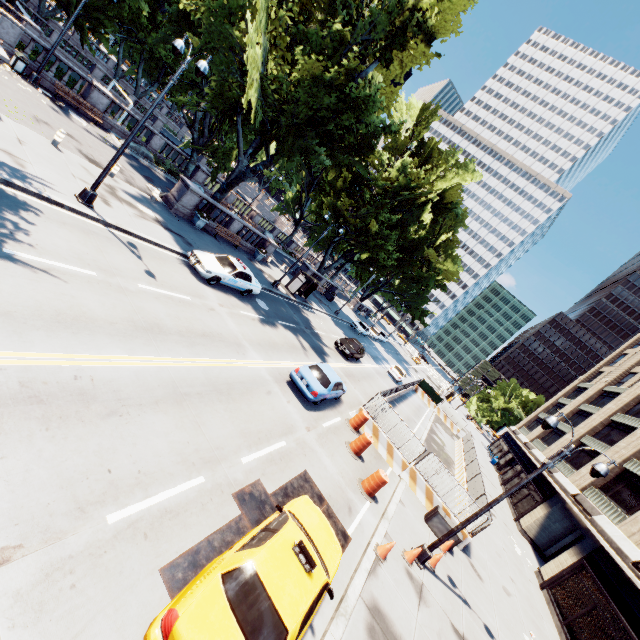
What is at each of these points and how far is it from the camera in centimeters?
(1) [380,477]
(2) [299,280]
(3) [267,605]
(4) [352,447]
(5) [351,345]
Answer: (1) traffic cone, 1302cm
(2) bus stop, 2948cm
(3) vehicle, 523cm
(4) traffic cone, 1509cm
(5) vehicle, 2872cm

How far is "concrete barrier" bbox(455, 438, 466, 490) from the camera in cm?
2377

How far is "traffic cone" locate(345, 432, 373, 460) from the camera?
14.9m

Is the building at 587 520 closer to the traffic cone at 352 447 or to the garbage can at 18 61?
the traffic cone at 352 447

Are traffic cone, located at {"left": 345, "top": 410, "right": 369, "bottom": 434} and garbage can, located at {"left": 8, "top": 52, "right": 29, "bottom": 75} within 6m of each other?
no

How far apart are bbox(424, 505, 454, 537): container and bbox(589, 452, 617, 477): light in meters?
6.7

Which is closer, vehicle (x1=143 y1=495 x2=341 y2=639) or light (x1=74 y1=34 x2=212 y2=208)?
vehicle (x1=143 y1=495 x2=341 y2=639)

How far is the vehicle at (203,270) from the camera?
16.4 meters
